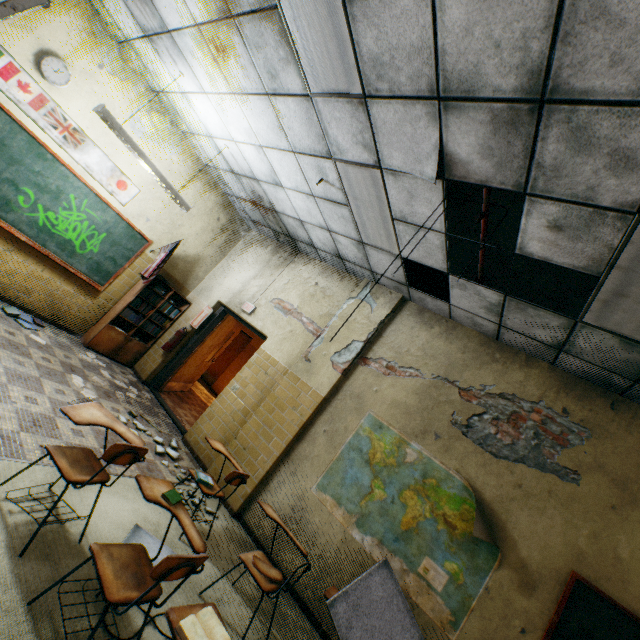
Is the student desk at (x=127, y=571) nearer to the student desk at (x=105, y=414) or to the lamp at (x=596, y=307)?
the student desk at (x=105, y=414)

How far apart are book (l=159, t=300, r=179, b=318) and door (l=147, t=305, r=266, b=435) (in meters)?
0.63

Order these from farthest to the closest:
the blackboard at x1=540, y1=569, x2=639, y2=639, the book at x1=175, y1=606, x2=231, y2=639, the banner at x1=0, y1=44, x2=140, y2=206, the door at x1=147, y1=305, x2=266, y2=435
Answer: the door at x1=147, y1=305, x2=266, y2=435 → the banner at x1=0, y1=44, x2=140, y2=206 → the blackboard at x1=540, y1=569, x2=639, y2=639 → the book at x1=175, y1=606, x2=231, y2=639

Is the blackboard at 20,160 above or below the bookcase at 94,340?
above

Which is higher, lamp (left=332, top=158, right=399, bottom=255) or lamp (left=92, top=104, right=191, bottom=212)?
lamp (left=332, top=158, right=399, bottom=255)

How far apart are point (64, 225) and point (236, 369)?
6.61m

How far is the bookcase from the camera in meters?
5.9

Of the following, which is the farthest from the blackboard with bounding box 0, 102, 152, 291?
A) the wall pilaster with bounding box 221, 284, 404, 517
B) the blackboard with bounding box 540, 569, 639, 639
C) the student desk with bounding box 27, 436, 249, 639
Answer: the blackboard with bounding box 540, 569, 639, 639
